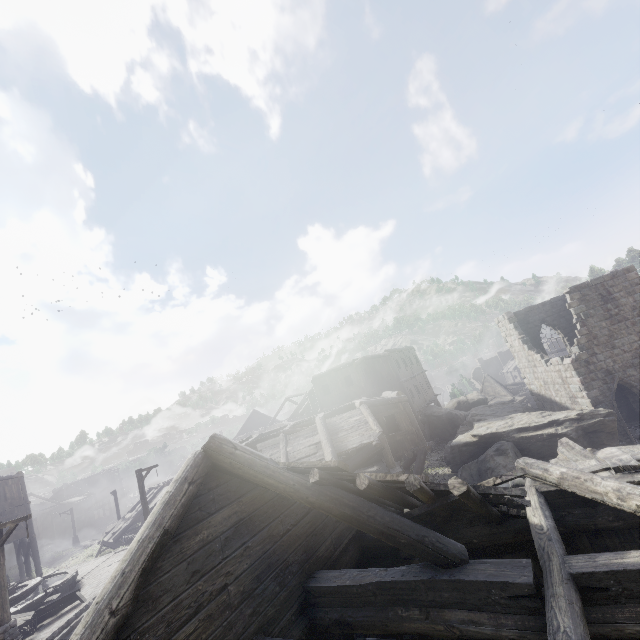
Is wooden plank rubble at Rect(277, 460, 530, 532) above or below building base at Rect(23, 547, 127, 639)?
above

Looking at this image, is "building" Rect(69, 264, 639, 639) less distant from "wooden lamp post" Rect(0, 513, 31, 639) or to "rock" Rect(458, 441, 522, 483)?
"rock" Rect(458, 441, 522, 483)

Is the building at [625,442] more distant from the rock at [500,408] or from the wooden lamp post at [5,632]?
the wooden lamp post at [5,632]

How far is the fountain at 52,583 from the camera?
15.3m

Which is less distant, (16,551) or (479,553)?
(479,553)

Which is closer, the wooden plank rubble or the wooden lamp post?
the wooden plank rubble

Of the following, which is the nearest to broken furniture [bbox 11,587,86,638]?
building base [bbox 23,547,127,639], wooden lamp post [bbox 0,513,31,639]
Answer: building base [bbox 23,547,127,639]

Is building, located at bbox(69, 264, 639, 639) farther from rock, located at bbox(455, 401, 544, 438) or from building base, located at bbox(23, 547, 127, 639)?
building base, located at bbox(23, 547, 127, 639)
